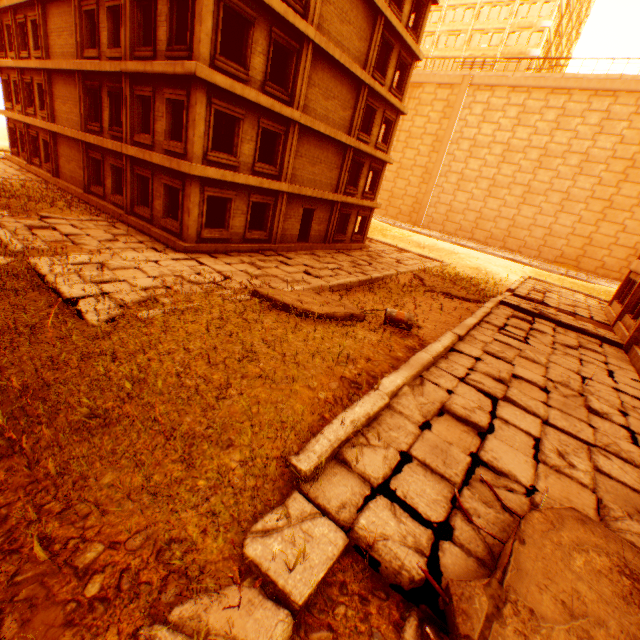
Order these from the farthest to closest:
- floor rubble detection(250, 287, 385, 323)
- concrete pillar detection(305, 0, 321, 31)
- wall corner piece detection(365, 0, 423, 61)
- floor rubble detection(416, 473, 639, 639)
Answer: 1. wall corner piece detection(365, 0, 423, 61)
2. concrete pillar detection(305, 0, 321, 31)
3. floor rubble detection(250, 287, 385, 323)
4. floor rubble detection(416, 473, 639, 639)

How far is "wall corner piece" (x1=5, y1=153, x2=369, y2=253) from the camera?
13.70m

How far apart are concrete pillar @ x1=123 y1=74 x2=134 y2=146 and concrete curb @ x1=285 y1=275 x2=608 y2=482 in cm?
1550

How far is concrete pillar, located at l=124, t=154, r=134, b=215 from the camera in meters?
14.8 m

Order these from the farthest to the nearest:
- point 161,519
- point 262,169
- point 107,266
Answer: point 262,169
point 107,266
point 161,519

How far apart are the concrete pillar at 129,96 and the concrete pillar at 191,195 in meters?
4.4 m

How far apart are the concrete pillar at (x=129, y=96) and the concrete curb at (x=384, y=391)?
15.5m

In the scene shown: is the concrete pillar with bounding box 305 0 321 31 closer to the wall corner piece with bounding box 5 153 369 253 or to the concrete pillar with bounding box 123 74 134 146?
the concrete pillar with bounding box 123 74 134 146
